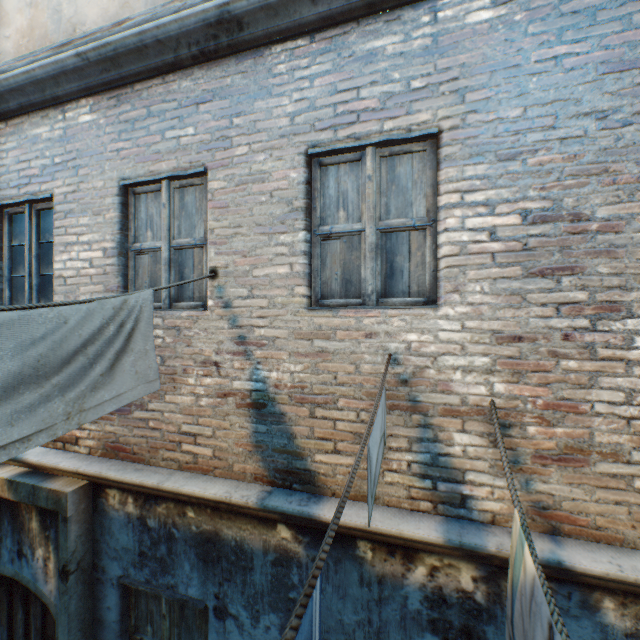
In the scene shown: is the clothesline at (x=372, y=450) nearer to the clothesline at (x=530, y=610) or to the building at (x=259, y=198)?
the building at (x=259, y=198)

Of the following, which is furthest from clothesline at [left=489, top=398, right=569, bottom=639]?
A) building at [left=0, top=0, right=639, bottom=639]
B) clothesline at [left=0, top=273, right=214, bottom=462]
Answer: clothesline at [left=0, top=273, right=214, bottom=462]

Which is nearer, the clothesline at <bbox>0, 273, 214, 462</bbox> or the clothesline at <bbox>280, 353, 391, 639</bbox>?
the clothesline at <bbox>280, 353, 391, 639</bbox>

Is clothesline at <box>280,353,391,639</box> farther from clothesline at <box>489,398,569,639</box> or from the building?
clothesline at <box>489,398,569,639</box>

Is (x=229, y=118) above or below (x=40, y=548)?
above

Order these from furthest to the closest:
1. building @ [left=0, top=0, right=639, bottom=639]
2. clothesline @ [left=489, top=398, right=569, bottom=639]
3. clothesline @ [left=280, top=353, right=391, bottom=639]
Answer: building @ [left=0, top=0, right=639, bottom=639] < clothesline @ [left=489, top=398, right=569, bottom=639] < clothesline @ [left=280, top=353, right=391, bottom=639]
